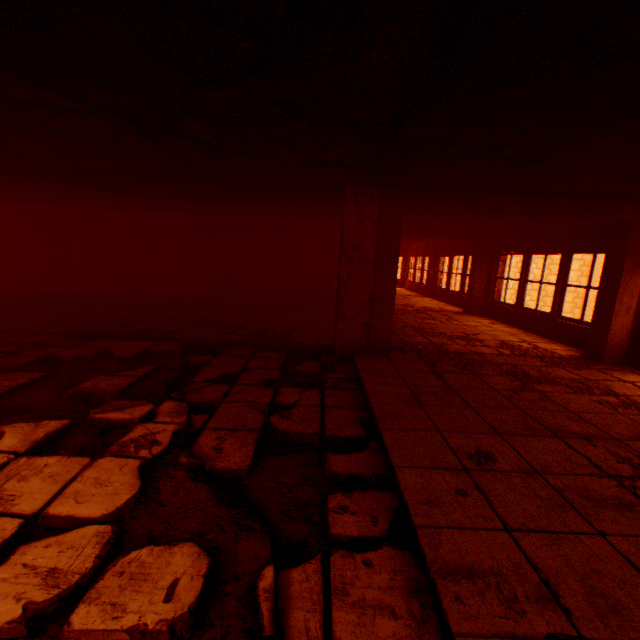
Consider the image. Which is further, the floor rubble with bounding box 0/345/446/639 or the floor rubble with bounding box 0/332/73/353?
the floor rubble with bounding box 0/332/73/353

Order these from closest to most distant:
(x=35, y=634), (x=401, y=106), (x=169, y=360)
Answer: (x=35, y=634) < (x=401, y=106) < (x=169, y=360)

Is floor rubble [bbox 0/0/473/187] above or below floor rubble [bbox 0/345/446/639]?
above

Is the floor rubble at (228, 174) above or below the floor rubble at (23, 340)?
above

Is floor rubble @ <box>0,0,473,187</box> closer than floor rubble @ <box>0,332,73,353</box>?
Yes

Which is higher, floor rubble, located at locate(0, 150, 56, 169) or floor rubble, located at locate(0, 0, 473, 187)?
floor rubble, located at locate(0, 150, 56, 169)

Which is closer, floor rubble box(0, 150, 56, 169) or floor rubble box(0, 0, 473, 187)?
floor rubble box(0, 0, 473, 187)

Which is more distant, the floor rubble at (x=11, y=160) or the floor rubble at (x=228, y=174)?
the floor rubble at (x=11, y=160)
